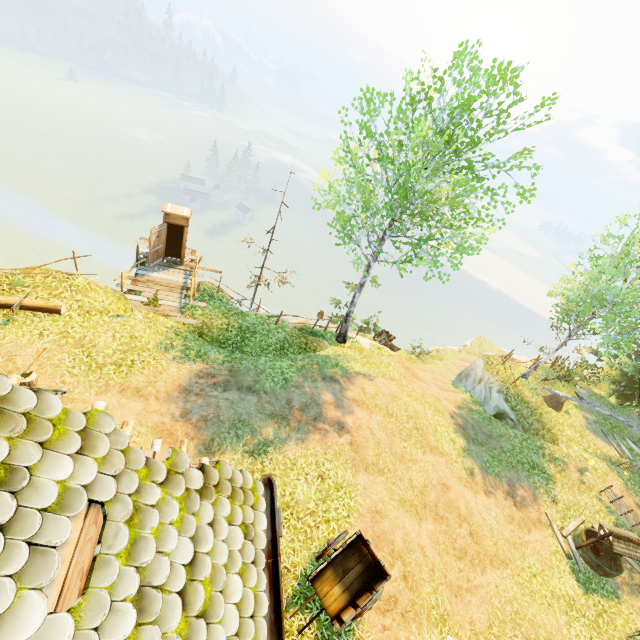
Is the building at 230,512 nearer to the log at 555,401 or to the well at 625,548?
the well at 625,548

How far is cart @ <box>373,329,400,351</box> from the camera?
21.49m

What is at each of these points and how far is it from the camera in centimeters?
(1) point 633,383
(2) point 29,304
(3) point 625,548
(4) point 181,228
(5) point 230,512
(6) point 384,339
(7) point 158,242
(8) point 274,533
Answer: (1) tree, 2025cm
(2) log, 1010cm
(3) well, 1162cm
(4) outhouse, 1619cm
(5) building, 320cm
(6) cart, 2150cm
(7) outhouse door, 1478cm
(8) gutter, 367cm

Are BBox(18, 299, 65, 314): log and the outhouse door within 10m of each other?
yes

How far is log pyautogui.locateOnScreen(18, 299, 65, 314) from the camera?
10.1m

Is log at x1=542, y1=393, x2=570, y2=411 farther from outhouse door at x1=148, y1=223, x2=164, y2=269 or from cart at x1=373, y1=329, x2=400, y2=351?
outhouse door at x1=148, y1=223, x2=164, y2=269

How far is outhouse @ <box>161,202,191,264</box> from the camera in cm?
1459

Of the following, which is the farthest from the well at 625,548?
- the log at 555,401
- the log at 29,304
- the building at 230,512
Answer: the log at 29,304
